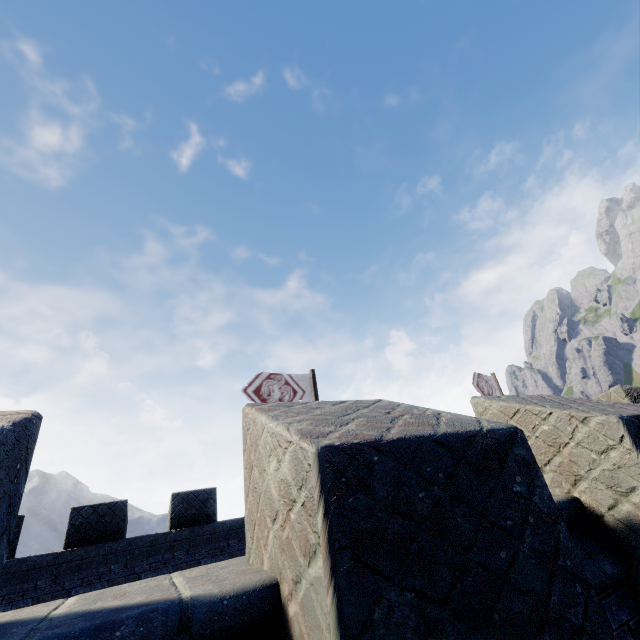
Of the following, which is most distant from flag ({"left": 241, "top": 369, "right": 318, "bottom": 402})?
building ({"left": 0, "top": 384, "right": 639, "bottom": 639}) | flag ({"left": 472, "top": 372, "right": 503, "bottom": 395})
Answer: flag ({"left": 472, "top": 372, "right": 503, "bottom": 395})

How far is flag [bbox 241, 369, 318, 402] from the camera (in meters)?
11.55

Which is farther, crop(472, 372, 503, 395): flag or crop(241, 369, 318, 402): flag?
crop(472, 372, 503, 395): flag

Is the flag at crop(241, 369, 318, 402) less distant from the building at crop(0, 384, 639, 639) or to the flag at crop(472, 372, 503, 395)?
the building at crop(0, 384, 639, 639)

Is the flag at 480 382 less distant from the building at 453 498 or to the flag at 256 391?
the building at 453 498

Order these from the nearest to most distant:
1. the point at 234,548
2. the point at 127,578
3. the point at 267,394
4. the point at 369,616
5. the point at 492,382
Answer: the point at 369,616
the point at 127,578
the point at 234,548
the point at 267,394
the point at 492,382

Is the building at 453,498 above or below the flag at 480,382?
below

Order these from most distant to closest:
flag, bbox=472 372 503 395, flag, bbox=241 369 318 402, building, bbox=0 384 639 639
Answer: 1. flag, bbox=472 372 503 395
2. flag, bbox=241 369 318 402
3. building, bbox=0 384 639 639
